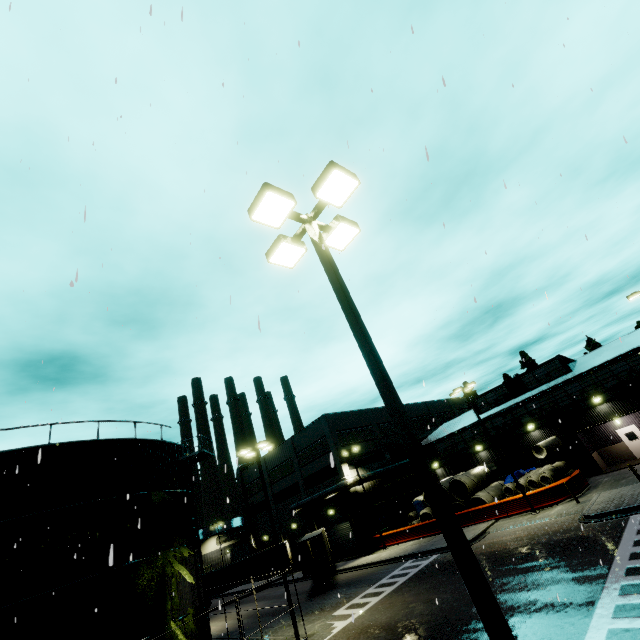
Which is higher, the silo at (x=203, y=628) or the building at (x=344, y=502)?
the building at (x=344, y=502)

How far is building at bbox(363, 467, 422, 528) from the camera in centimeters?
3731cm

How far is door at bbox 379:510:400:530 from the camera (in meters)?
36.41

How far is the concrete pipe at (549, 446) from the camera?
26.8 meters

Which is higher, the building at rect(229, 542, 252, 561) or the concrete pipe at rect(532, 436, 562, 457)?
the building at rect(229, 542, 252, 561)

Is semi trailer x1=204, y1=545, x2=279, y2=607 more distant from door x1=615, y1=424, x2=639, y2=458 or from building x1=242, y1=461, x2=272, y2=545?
door x1=615, y1=424, x2=639, y2=458

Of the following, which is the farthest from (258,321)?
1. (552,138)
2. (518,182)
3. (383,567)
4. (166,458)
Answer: (383,567)

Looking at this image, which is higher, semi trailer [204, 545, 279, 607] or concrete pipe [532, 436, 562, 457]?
concrete pipe [532, 436, 562, 457]
